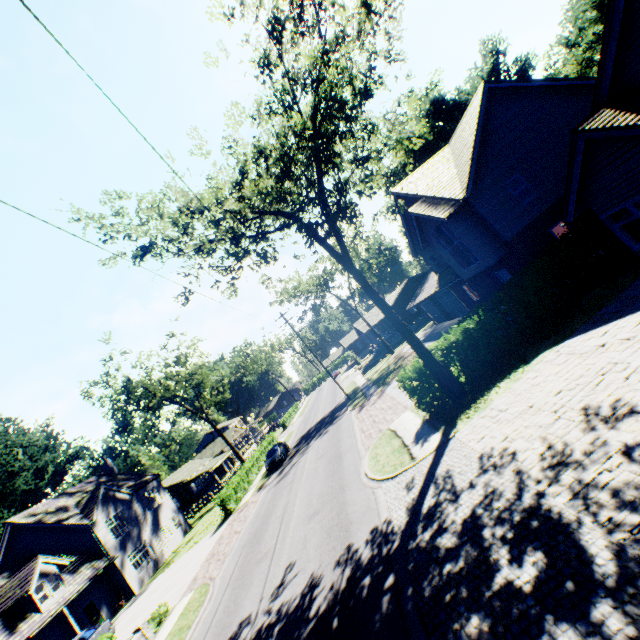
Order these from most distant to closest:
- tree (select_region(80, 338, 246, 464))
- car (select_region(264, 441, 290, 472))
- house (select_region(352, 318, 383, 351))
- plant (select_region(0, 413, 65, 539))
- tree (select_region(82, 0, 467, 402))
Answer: house (select_region(352, 318, 383, 351)), plant (select_region(0, 413, 65, 539)), tree (select_region(80, 338, 246, 464)), car (select_region(264, 441, 290, 472)), tree (select_region(82, 0, 467, 402))

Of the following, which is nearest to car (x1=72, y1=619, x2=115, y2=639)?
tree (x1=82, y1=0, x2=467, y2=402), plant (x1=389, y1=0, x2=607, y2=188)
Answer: tree (x1=82, y1=0, x2=467, y2=402)

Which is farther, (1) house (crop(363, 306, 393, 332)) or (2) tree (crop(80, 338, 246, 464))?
(1) house (crop(363, 306, 393, 332))

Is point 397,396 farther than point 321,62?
Yes

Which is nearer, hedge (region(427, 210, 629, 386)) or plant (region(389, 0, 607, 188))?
hedge (region(427, 210, 629, 386))

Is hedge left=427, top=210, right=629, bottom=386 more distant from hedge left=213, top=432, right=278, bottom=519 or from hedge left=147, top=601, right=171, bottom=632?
hedge left=213, top=432, right=278, bottom=519

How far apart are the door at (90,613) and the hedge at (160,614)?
12.5 meters

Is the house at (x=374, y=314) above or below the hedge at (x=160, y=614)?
above
